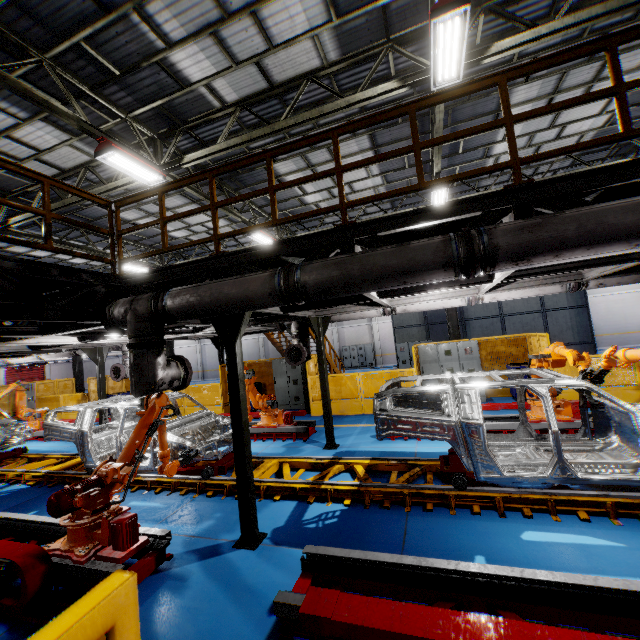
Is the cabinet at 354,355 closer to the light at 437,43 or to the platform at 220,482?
the platform at 220,482

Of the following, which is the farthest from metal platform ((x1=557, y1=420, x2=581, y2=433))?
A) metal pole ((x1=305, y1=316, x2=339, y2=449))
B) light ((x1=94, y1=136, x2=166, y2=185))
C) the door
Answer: the door

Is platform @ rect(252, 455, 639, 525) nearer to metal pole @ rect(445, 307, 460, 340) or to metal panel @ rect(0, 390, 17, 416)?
metal panel @ rect(0, 390, 17, 416)

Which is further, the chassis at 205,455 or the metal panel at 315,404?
the metal panel at 315,404

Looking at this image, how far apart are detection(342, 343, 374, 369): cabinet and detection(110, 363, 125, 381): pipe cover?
21.2m

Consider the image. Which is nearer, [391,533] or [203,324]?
[391,533]

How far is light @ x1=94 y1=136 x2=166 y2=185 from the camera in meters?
7.5

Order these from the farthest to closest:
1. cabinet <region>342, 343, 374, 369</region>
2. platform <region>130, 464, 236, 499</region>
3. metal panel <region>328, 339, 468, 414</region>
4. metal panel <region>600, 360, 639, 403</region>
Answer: cabinet <region>342, 343, 374, 369</region>
metal panel <region>328, 339, 468, 414</region>
metal panel <region>600, 360, 639, 403</region>
platform <region>130, 464, 236, 499</region>
